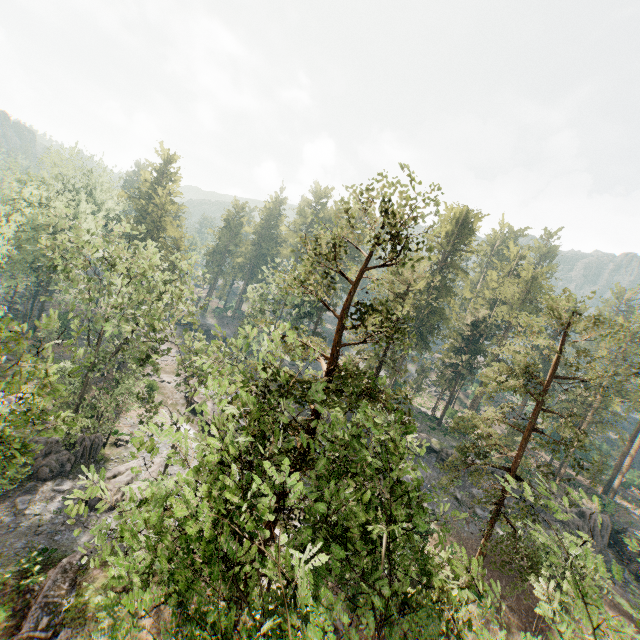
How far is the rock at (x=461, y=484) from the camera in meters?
34.6 m

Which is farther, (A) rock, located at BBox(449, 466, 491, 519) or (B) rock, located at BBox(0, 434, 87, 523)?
(A) rock, located at BBox(449, 466, 491, 519)

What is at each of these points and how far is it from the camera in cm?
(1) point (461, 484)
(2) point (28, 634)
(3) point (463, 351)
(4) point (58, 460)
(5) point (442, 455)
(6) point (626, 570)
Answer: (1) rock, 3666
(2) ground embankment, 1664
(3) foliage, 5225
(4) rock, 2639
(5) rock, 3934
(6) rock, 3431

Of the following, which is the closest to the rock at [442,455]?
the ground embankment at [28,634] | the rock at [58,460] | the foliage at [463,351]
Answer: the foliage at [463,351]

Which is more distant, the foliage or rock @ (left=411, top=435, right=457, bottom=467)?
rock @ (left=411, top=435, right=457, bottom=467)

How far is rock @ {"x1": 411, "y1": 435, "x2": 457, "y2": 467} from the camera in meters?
39.1 m

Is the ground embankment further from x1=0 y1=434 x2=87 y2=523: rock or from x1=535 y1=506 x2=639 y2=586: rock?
x1=535 y1=506 x2=639 y2=586: rock
